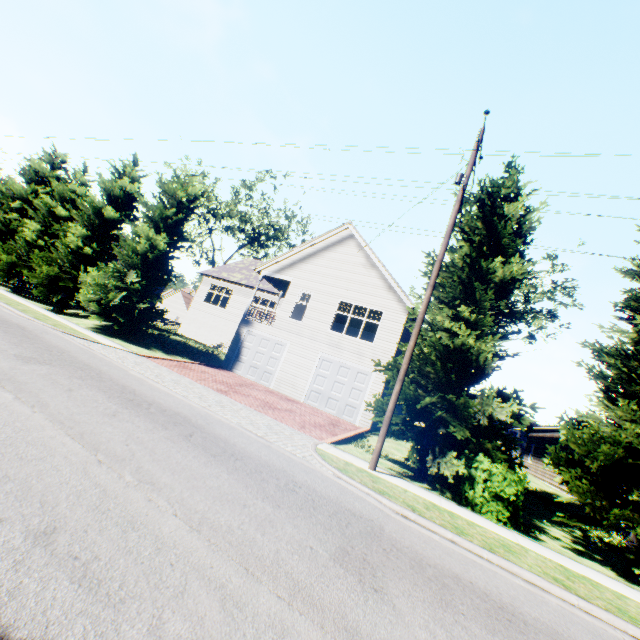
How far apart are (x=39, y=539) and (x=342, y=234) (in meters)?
A: 19.76

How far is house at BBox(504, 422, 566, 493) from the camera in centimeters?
2068cm

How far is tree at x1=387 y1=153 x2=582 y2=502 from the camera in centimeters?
962cm

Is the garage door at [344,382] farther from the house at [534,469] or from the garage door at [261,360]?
the house at [534,469]

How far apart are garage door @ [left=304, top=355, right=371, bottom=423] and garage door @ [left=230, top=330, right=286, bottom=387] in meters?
2.2 m

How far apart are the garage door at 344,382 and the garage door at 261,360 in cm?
216

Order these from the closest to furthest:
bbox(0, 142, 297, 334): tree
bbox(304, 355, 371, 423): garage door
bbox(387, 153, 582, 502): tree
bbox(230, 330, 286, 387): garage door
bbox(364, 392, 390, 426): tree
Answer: bbox(387, 153, 582, 502): tree
bbox(364, 392, 390, 426): tree
bbox(304, 355, 371, 423): garage door
bbox(0, 142, 297, 334): tree
bbox(230, 330, 286, 387): garage door

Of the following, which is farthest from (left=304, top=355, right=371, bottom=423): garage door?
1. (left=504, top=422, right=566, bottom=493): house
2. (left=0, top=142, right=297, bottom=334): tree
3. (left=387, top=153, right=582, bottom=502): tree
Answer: (left=504, top=422, right=566, bottom=493): house
